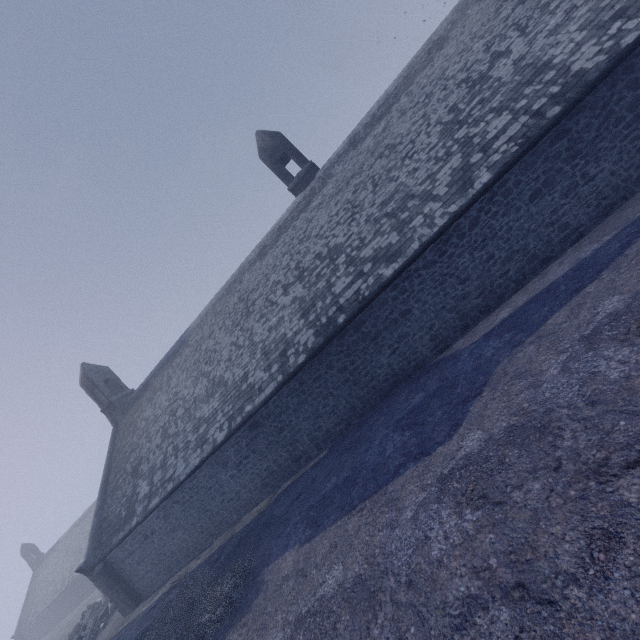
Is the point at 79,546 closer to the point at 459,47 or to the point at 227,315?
the point at 227,315
